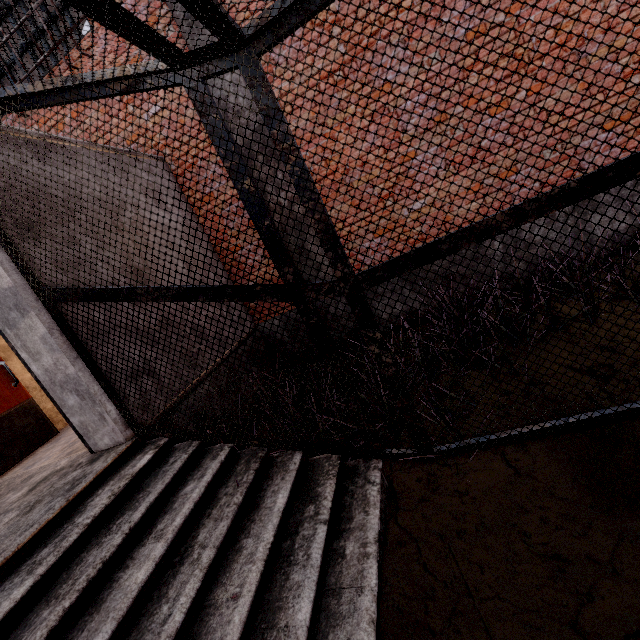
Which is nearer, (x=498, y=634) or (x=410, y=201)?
(x=498, y=634)
